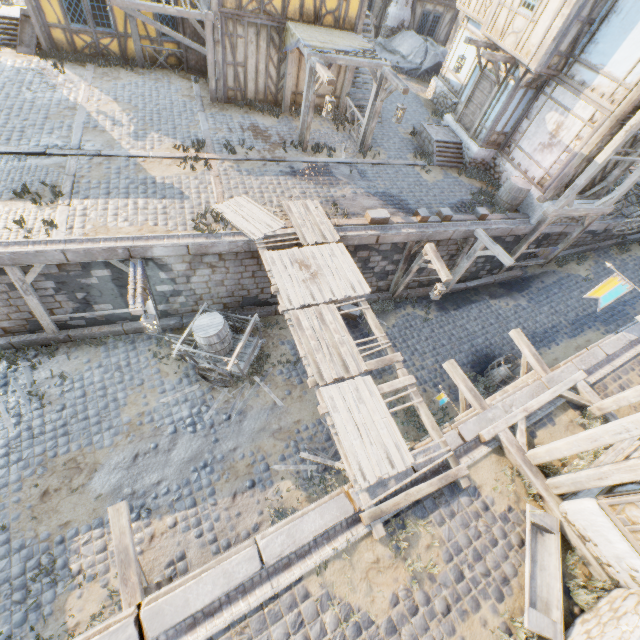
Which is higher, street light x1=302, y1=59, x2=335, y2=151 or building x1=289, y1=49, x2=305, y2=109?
street light x1=302, y1=59, x2=335, y2=151

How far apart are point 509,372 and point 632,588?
6.5 meters

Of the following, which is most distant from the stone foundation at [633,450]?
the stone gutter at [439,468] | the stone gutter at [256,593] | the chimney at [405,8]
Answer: the chimney at [405,8]

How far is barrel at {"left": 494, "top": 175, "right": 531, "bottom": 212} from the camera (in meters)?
12.46

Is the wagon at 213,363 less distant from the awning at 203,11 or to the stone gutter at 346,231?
the stone gutter at 346,231

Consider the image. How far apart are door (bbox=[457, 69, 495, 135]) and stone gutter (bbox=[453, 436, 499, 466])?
13.6m

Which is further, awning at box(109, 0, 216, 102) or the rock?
the rock

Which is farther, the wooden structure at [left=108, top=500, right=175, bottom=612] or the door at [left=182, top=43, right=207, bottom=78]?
the door at [left=182, top=43, right=207, bottom=78]
